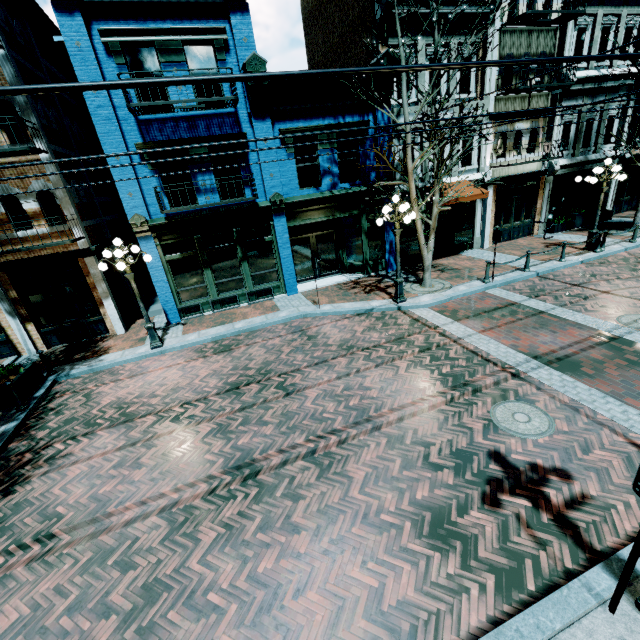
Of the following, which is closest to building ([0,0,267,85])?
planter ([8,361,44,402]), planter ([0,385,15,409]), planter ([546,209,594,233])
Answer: planter ([546,209,594,233])

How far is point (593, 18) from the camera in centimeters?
1477cm

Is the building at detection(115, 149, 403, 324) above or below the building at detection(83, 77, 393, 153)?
below

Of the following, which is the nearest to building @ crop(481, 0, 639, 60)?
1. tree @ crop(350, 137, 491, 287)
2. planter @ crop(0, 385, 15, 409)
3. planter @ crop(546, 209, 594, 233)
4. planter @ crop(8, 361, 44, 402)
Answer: planter @ crop(546, 209, 594, 233)

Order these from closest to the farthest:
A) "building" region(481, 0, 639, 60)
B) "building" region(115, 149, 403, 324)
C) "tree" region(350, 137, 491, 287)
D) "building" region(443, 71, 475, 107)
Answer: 1. "tree" region(350, 137, 491, 287)
2. "building" region(115, 149, 403, 324)
3. "building" region(481, 0, 639, 60)
4. "building" region(443, 71, 475, 107)

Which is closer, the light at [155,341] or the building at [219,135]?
the light at [155,341]

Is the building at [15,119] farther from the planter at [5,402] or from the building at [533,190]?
the planter at [5,402]

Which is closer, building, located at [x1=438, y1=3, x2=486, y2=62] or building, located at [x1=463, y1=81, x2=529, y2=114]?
building, located at [x1=438, y1=3, x2=486, y2=62]
